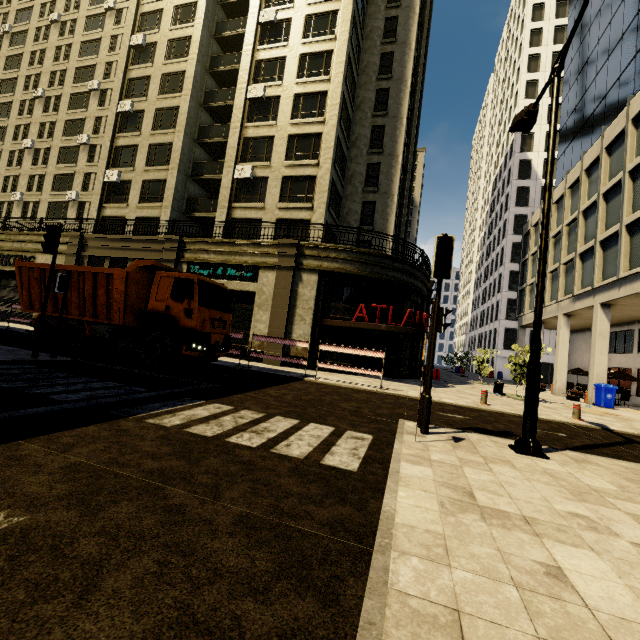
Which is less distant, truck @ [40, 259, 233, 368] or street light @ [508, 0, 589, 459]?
street light @ [508, 0, 589, 459]

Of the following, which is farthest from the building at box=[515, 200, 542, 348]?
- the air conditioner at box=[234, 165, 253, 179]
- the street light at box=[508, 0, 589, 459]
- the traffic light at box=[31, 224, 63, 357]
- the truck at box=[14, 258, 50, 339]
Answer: the street light at box=[508, 0, 589, 459]

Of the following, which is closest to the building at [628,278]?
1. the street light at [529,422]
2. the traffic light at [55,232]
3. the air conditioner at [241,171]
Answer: the air conditioner at [241,171]

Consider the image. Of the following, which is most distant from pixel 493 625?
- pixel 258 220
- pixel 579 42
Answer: pixel 579 42

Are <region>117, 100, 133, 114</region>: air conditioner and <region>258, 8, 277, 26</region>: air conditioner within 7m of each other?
no

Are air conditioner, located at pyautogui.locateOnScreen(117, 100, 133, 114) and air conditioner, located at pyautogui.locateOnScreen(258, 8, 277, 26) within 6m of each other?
no

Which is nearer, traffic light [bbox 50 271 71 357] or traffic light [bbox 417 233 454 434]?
traffic light [bbox 417 233 454 434]

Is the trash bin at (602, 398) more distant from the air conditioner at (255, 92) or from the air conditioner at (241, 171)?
the air conditioner at (255, 92)
